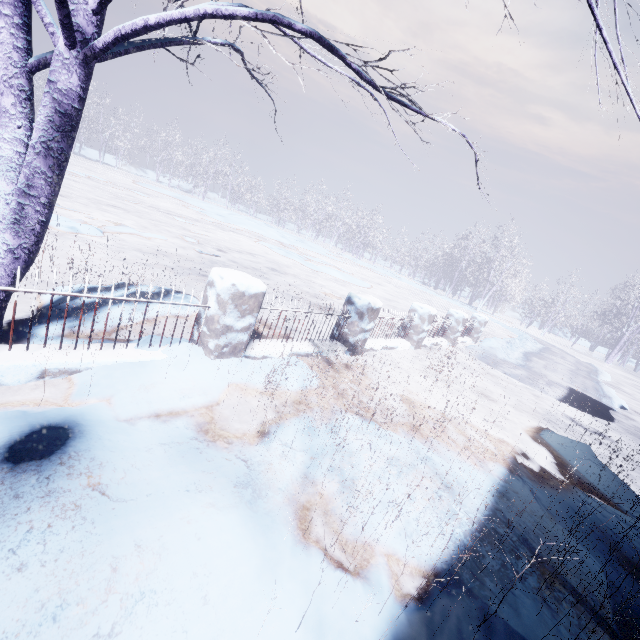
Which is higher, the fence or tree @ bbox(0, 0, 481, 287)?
tree @ bbox(0, 0, 481, 287)

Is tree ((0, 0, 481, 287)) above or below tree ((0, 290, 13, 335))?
above

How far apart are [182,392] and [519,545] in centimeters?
272cm

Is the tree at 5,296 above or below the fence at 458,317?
above
